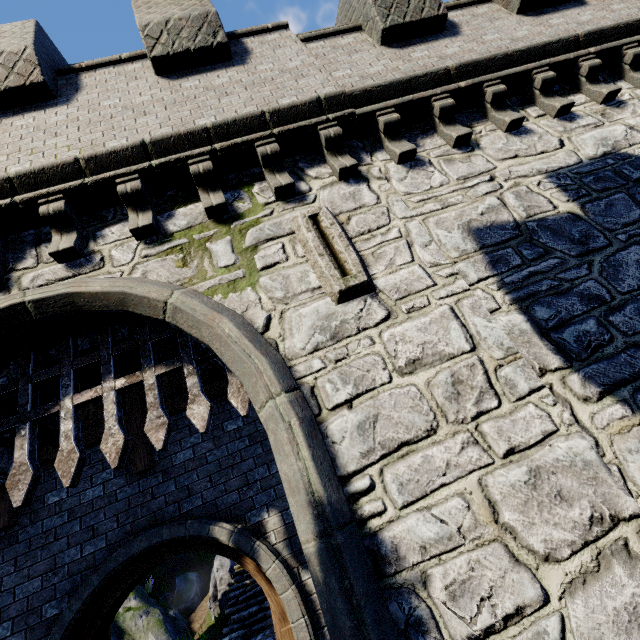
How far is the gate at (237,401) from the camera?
3.8 meters

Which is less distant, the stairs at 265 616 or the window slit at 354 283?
the window slit at 354 283

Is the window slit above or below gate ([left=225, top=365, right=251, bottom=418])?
above

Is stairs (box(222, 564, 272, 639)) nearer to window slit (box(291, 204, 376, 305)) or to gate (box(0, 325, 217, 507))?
gate (box(0, 325, 217, 507))

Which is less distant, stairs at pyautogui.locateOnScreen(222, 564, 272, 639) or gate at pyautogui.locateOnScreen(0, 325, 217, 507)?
gate at pyautogui.locateOnScreen(0, 325, 217, 507)

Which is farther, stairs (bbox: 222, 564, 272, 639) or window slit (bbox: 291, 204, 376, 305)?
stairs (bbox: 222, 564, 272, 639)

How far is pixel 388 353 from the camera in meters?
→ 3.4 m

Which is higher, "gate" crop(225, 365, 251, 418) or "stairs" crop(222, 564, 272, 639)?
"gate" crop(225, 365, 251, 418)
